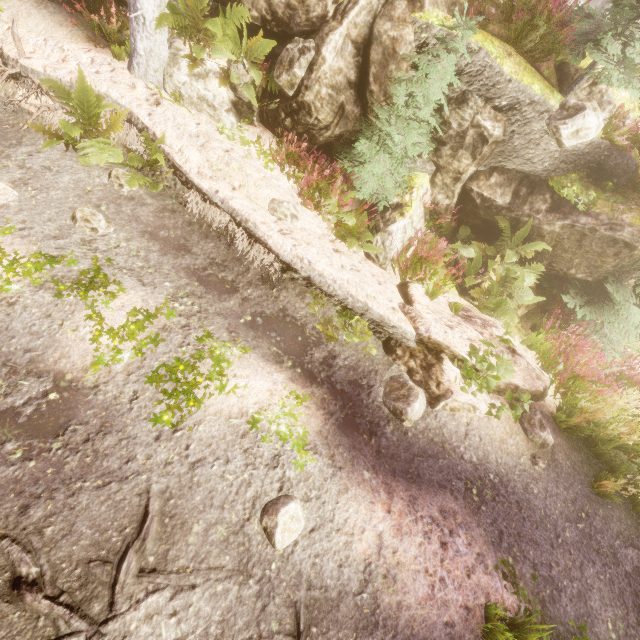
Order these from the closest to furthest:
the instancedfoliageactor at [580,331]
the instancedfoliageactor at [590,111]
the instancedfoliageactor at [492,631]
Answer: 1. the instancedfoliageactor at [492,631]
2. the instancedfoliageactor at [590,111]
3. the instancedfoliageactor at [580,331]

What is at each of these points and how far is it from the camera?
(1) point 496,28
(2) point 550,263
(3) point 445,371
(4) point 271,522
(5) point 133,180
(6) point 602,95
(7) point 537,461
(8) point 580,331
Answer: (1) rock, 5.4 meters
(2) rock, 6.8 meters
(3) rock, 5.0 meters
(4) instancedfoliageactor, 3.1 meters
(5) instancedfoliageactor, 4.8 meters
(6) rock, 5.9 meters
(7) instancedfoliageactor, 4.7 meters
(8) instancedfoliageactor, 6.4 meters

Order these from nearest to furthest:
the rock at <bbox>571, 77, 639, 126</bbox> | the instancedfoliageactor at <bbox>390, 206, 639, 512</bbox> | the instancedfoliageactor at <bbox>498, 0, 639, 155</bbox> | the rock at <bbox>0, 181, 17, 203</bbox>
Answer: the rock at <bbox>0, 181, 17, 203</bbox> → the instancedfoliageactor at <bbox>498, 0, 639, 155</bbox> → the instancedfoliageactor at <bbox>390, 206, 639, 512</bbox> → the rock at <bbox>571, 77, 639, 126</bbox>

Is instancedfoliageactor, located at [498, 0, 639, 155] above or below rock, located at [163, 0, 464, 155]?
above

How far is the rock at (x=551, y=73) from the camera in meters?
5.5

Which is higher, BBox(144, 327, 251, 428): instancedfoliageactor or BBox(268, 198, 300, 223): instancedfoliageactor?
BBox(268, 198, 300, 223): instancedfoliageactor

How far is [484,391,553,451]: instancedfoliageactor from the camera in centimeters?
479cm

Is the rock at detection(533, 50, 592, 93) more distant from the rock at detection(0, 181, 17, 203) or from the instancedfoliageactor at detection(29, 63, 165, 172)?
the rock at detection(0, 181, 17, 203)
